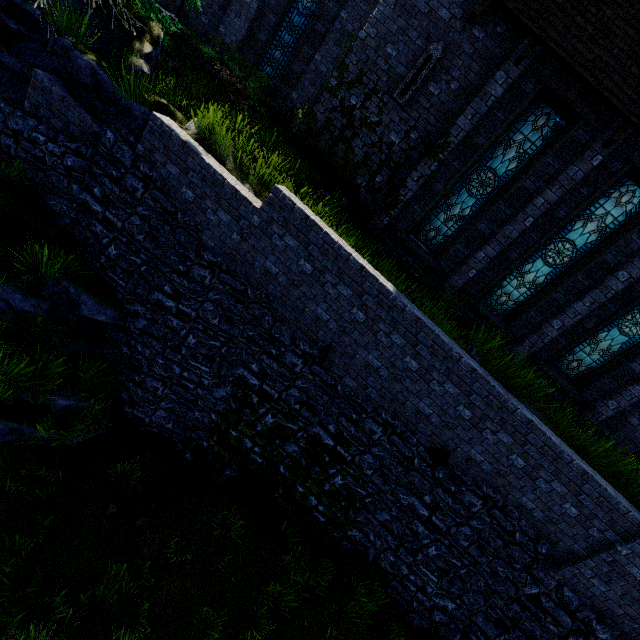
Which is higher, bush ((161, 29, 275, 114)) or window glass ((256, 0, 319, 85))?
window glass ((256, 0, 319, 85))

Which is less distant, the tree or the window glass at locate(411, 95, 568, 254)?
the tree

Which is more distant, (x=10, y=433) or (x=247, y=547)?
(x=247, y=547)

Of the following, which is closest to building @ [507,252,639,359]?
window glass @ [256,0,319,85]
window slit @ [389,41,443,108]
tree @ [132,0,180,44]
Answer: window slit @ [389,41,443,108]

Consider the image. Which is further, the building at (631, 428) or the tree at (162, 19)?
the building at (631, 428)

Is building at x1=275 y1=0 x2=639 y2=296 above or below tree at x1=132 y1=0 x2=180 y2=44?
above

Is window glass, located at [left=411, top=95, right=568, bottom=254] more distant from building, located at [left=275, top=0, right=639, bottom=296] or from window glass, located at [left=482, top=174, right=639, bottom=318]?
window glass, located at [left=482, top=174, right=639, bottom=318]

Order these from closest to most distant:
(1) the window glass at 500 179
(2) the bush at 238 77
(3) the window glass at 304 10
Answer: (1) the window glass at 500 179
(2) the bush at 238 77
(3) the window glass at 304 10
